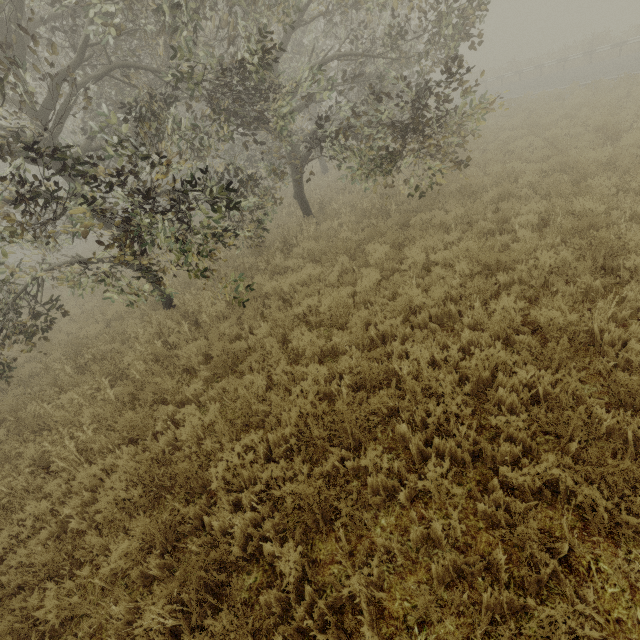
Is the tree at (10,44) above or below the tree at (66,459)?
above

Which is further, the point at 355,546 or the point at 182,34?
the point at 182,34

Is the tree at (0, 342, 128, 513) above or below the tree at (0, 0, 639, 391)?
below
